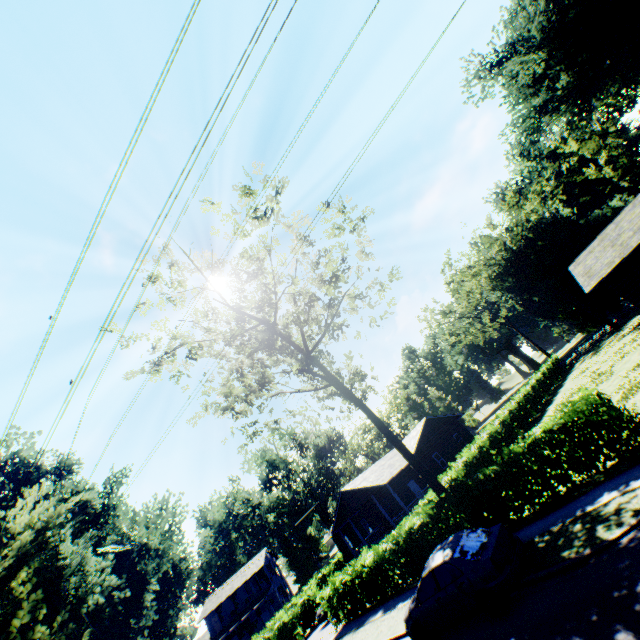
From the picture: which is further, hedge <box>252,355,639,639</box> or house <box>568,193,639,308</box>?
house <box>568,193,639,308</box>

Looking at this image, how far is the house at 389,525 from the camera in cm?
2872

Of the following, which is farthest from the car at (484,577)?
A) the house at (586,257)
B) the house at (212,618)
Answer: the house at (212,618)

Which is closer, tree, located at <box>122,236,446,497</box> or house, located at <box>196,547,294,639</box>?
tree, located at <box>122,236,446,497</box>

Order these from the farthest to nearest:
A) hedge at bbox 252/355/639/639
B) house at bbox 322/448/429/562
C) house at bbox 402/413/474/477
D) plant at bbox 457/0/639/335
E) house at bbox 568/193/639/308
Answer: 1. plant at bbox 457/0/639/335
2. house at bbox 402/413/474/477
3. house at bbox 322/448/429/562
4. house at bbox 568/193/639/308
5. hedge at bbox 252/355/639/639

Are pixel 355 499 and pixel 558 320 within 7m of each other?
no

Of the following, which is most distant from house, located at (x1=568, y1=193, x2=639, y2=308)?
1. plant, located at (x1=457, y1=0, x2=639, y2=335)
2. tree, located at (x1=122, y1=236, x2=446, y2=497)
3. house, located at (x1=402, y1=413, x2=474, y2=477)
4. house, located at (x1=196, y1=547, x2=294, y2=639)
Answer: house, located at (x1=196, y1=547, x2=294, y2=639)

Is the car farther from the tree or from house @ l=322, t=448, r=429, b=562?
house @ l=322, t=448, r=429, b=562
